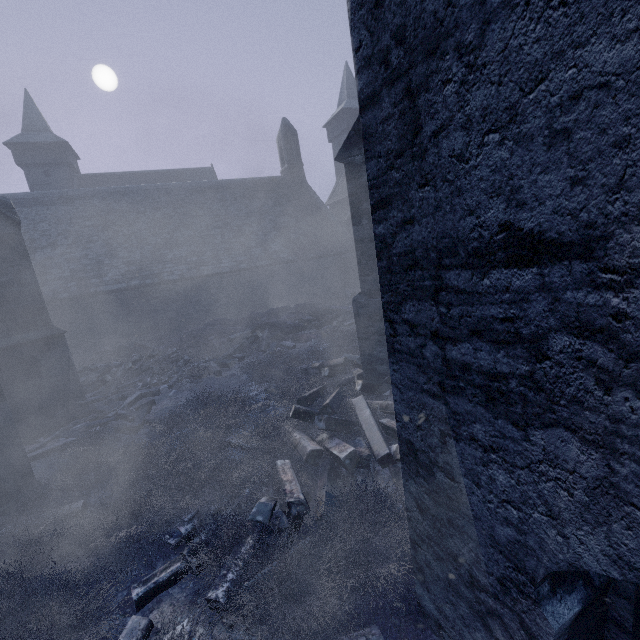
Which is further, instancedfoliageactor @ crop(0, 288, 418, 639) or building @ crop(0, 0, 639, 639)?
instancedfoliageactor @ crop(0, 288, 418, 639)

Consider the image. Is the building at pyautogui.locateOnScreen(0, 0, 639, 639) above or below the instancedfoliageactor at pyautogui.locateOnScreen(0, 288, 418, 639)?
above

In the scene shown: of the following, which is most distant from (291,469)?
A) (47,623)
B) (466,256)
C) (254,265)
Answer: (254,265)

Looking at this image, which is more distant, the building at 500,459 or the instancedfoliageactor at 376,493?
the instancedfoliageactor at 376,493

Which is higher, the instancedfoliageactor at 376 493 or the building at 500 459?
the building at 500 459
